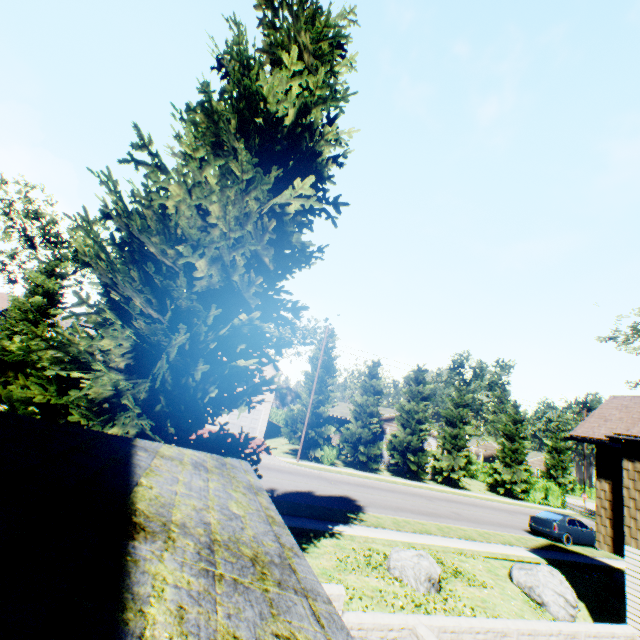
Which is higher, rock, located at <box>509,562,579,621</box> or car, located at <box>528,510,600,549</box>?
car, located at <box>528,510,600,549</box>

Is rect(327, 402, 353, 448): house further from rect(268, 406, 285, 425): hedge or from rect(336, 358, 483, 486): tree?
rect(336, 358, 483, 486): tree

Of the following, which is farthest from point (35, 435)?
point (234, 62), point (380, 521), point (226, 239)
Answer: point (380, 521)

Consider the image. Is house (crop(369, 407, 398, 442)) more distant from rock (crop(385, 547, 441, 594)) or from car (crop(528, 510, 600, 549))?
rock (crop(385, 547, 441, 594))

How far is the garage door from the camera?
32.1m

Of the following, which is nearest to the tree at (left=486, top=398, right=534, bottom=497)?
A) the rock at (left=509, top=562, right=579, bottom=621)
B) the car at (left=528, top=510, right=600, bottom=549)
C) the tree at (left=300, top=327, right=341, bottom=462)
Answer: the car at (left=528, top=510, right=600, bottom=549)

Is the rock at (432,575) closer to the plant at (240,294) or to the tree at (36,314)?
the plant at (240,294)

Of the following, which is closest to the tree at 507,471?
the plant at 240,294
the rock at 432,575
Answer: the rock at 432,575
